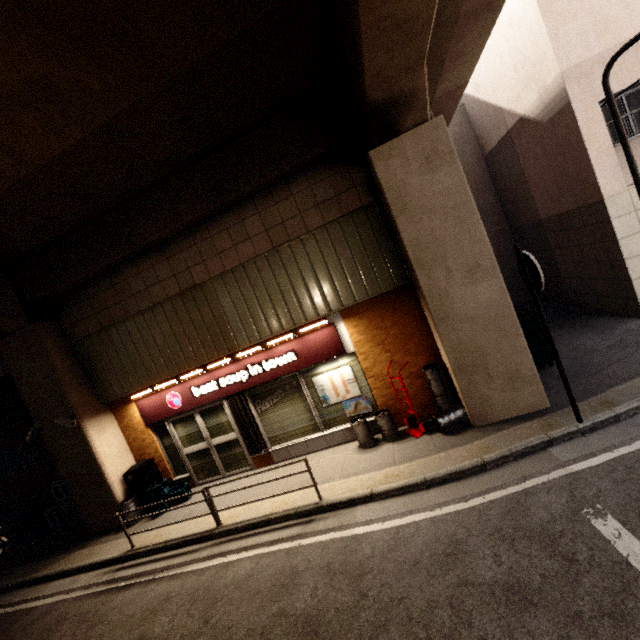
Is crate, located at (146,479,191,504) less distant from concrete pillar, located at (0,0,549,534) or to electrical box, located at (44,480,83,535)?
concrete pillar, located at (0,0,549,534)

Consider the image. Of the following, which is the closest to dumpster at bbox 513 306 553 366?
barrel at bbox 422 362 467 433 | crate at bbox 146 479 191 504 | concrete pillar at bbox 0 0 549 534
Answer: concrete pillar at bbox 0 0 549 534

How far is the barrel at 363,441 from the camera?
6.96m

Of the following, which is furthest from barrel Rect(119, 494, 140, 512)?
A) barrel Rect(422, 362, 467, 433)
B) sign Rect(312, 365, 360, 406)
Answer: barrel Rect(422, 362, 467, 433)

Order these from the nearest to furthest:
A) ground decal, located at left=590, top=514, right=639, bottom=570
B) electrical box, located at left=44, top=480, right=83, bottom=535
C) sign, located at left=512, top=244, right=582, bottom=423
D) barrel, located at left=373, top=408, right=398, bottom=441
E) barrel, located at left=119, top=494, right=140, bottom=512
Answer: ground decal, located at left=590, top=514, right=639, bottom=570 → sign, located at left=512, top=244, right=582, bottom=423 → barrel, located at left=373, top=408, right=398, bottom=441 → barrel, located at left=119, top=494, right=140, bottom=512 → electrical box, located at left=44, top=480, right=83, bottom=535

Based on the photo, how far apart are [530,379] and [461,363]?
1.2m

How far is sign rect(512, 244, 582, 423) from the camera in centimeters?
473cm

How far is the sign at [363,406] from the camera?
7.48m
